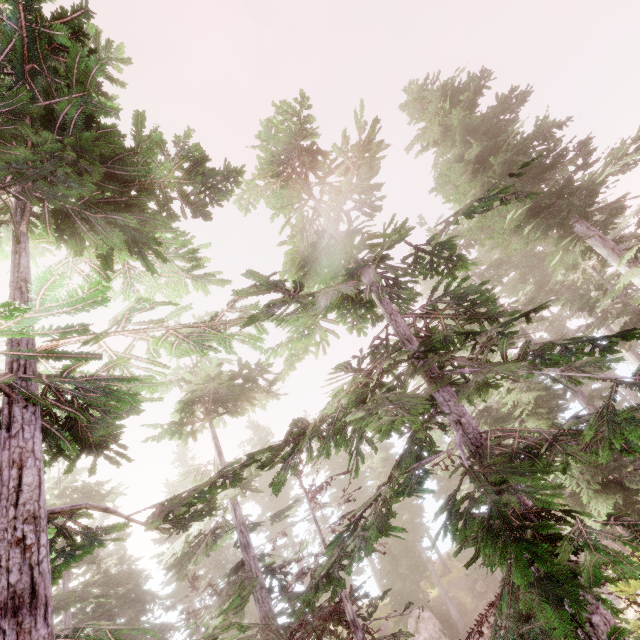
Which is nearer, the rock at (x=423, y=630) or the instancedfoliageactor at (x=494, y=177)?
the instancedfoliageactor at (x=494, y=177)

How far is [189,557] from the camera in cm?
1345

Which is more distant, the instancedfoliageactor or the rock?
the rock

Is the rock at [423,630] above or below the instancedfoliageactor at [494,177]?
below

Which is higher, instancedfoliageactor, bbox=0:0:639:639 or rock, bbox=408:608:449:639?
instancedfoliageactor, bbox=0:0:639:639
